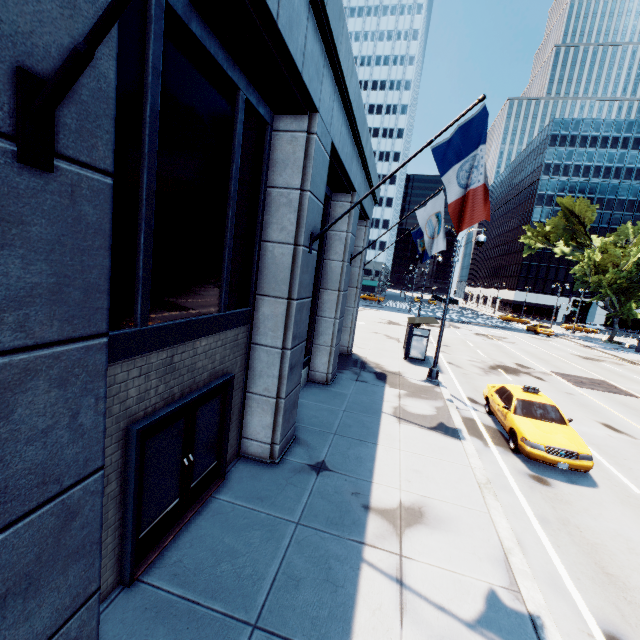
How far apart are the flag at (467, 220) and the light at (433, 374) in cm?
896

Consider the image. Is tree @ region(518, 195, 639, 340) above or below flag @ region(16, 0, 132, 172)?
above

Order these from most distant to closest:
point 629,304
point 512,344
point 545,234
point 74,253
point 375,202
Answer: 1. point 545,234
2. point 629,304
3. point 512,344
4. point 375,202
5. point 74,253

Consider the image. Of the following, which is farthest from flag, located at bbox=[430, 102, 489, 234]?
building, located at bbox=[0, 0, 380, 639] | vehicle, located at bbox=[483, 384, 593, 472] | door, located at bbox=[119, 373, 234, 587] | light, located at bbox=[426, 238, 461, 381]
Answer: light, located at bbox=[426, 238, 461, 381]

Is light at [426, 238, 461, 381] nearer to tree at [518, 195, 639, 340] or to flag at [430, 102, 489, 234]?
flag at [430, 102, 489, 234]

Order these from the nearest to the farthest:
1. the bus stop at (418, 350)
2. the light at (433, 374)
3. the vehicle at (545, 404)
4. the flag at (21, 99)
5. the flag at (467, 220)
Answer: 1. the flag at (21, 99)
2. the flag at (467, 220)
3. the vehicle at (545, 404)
4. the light at (433, 374)
5. the bus stop at (418, 350)

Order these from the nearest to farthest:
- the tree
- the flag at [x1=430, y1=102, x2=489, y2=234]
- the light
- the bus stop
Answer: the flag at [x1=430, y1=102, x2=489, y2=234] → the light → the bus stop → the tree

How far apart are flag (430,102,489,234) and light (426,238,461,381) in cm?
896
